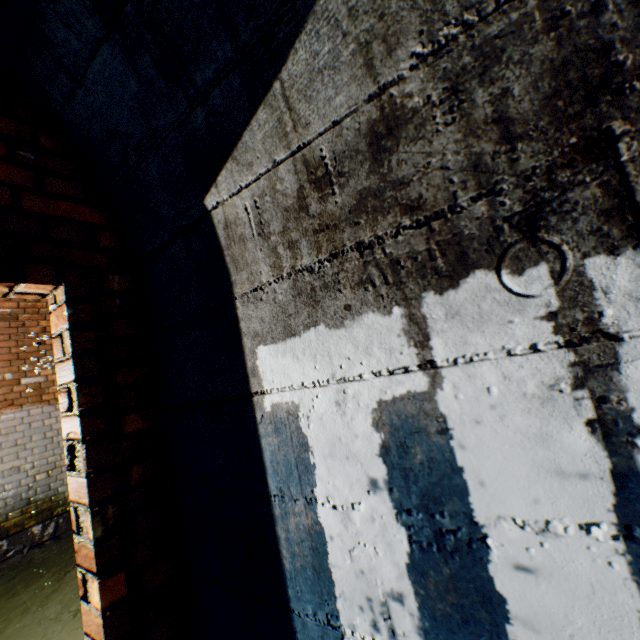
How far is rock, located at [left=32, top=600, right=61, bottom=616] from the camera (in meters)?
3.32

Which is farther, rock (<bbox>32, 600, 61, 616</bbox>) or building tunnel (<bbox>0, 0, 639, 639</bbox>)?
rock (<bbox>32, 600, 61, 616</bbox>)

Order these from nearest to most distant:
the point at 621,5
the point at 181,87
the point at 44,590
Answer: the point at 621,5
the point at 181,87
the point at 44,590

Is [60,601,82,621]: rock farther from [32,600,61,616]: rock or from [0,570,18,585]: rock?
[0,570,18,585]: rock

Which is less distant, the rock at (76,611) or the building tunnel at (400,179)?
the building tunnel at (400,179)

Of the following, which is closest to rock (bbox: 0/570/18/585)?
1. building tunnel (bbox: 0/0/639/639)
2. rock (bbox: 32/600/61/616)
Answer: building tunnel (bbox: 0/0/639/639)

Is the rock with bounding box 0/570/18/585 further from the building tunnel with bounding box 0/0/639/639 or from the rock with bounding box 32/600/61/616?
the rock with bounding box 32/600/61/616

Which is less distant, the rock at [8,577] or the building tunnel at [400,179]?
the building tunnel at [400,179]
